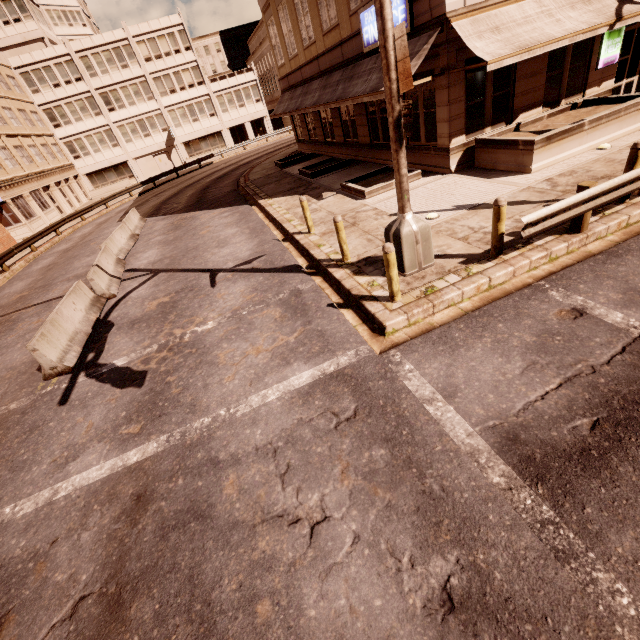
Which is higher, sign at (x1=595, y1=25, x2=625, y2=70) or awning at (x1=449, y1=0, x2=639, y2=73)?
awning at (x1=449, y1=0, x2=639, y2=73)

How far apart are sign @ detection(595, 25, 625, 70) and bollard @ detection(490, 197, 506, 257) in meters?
11.6 m

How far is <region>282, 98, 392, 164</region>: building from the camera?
15.70m

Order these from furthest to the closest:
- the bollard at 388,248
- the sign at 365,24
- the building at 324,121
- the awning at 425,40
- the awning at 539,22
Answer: the building at 324,121
the sign at 365,24
the awning at 425,40
the awning at 539,22
the bollard at 388,248

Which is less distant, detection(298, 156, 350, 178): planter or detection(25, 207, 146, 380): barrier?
detection(25, 207, 146, 380): barrier

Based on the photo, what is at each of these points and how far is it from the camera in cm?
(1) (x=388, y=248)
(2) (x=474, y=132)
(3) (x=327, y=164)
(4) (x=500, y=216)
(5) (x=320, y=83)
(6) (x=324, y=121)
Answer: (1) bollard, 584
(2) building, 1197
(3) planter, 1975
(4) bollard, 635
(5) awning, 1853
(6) building, 2161

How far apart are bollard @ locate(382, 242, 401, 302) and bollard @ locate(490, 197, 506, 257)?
2.25m

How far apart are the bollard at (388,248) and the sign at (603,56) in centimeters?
1377cm
